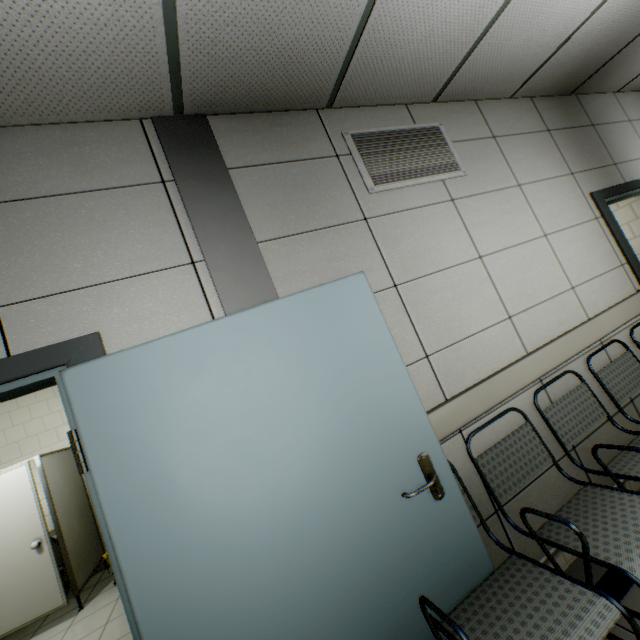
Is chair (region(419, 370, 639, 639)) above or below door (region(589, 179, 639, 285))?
below

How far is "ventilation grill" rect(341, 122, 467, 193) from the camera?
2.2m

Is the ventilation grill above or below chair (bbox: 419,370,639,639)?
above

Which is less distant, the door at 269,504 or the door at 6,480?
the door at 269,504

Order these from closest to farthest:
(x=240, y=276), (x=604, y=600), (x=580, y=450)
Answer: (x=604, y=600) → (x=240, y=276) → (x=580, y=450)

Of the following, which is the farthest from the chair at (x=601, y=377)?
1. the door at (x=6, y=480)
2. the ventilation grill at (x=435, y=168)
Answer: the door at (x=6, y=480)

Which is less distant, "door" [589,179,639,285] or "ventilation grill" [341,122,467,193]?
Result: "ventilation grill" [341,122,467,193]

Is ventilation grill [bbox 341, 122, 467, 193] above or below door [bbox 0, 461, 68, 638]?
above
